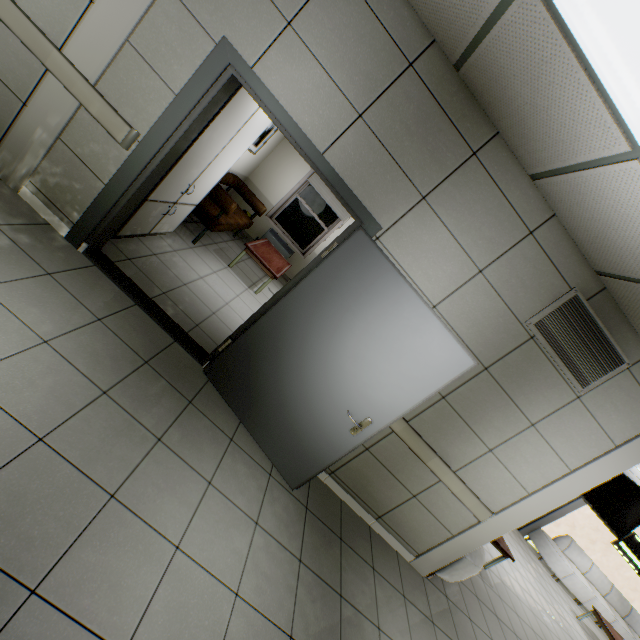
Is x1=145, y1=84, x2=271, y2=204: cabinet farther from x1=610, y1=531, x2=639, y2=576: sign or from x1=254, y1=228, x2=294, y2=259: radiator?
x1=610, y1=531, x2=639, y2=576: sign

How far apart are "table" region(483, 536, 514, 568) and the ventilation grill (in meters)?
3.69

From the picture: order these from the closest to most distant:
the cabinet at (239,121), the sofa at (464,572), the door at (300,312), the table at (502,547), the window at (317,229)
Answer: the door at (300,312) → the cabinet at (239,121) → the sofa at (464,572) → the table at (502,547) → the window at (317,229)

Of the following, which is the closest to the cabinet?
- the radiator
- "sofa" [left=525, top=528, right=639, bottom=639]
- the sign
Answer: the radiator

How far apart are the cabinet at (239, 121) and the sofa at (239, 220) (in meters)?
0.42

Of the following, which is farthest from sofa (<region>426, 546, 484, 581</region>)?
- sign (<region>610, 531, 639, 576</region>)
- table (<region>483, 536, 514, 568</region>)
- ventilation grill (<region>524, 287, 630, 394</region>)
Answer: sign (<region>610, 531, 639, 576</region>)

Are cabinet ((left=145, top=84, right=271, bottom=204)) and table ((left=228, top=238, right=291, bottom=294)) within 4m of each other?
yes

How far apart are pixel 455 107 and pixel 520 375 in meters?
2.4 m
